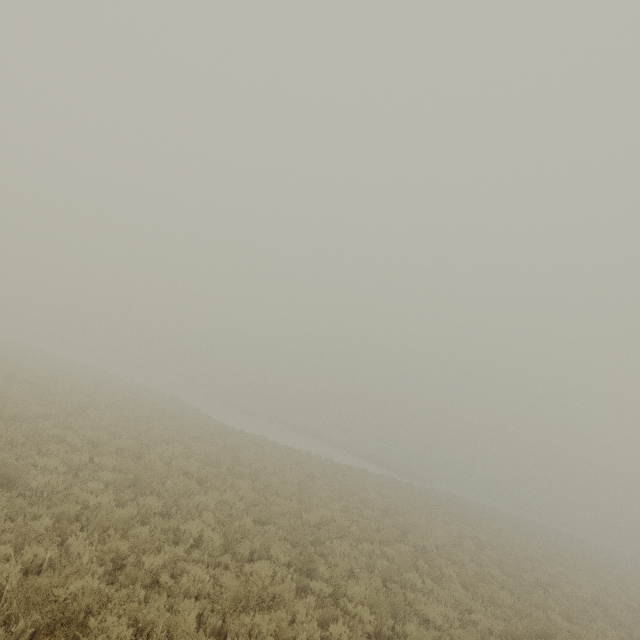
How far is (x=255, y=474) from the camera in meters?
15.2 m
